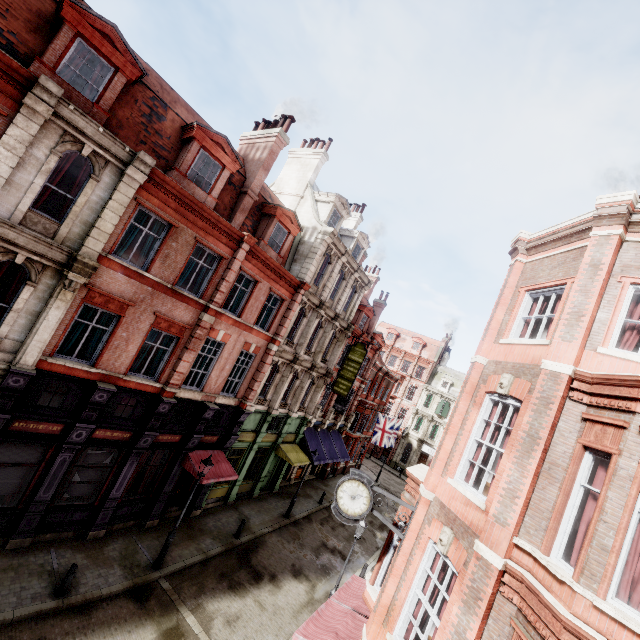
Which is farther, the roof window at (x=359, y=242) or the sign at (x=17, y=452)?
the roof window at (x=359, y=242)

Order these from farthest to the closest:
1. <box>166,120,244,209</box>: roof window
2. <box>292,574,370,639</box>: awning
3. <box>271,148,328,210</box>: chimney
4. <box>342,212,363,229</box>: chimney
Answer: <box>342,212,363,229</box>: chimney, <box>271,148,328,210</box>: chimney, <box>166,120,244,209</box>: roof window, <box>292,574,370,639</box>: awning

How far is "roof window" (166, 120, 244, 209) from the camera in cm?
1307

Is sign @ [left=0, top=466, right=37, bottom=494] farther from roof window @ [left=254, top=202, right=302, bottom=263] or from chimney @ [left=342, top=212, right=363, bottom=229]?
chimney @ [left=342, top=212, right=363, bottom=229]

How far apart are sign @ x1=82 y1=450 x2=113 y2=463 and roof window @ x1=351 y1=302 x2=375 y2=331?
20.3 meters

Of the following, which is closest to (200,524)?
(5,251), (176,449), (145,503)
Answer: (145,503)

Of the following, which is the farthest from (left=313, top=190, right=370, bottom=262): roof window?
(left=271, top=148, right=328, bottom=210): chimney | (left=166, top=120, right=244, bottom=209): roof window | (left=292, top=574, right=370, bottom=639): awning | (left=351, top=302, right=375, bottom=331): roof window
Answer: (left=292, top=574, right=370, bottom=639): awning

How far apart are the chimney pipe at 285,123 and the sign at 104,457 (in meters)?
17.22
